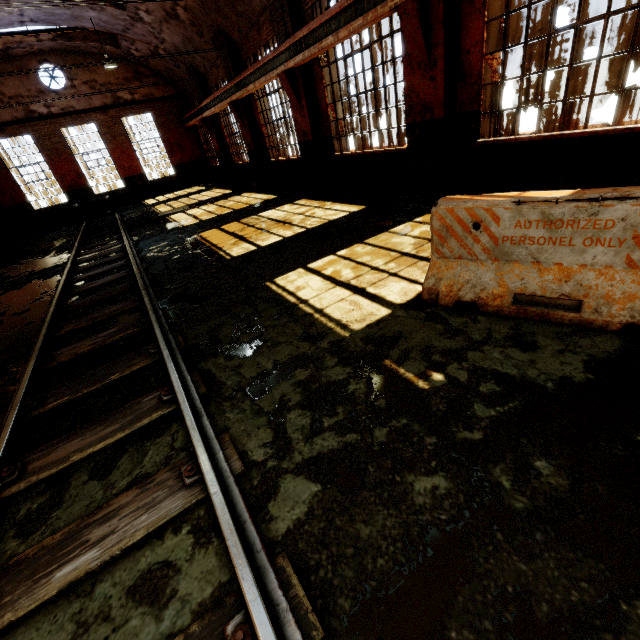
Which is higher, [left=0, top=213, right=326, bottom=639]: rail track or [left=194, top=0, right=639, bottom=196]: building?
[left=194, top=0, right=639, bottom=196]: building

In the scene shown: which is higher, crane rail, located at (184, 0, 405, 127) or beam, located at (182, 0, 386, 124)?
beam, located at (182, 0, 386, 124)

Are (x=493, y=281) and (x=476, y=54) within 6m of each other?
yes

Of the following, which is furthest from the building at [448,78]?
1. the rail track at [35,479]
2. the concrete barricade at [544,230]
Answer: the rail track at [35,479]

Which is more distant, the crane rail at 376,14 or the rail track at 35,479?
the crane rail at 376,14

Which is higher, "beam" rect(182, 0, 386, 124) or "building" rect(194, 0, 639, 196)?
"beam" rect(182, 0, 386, 124)

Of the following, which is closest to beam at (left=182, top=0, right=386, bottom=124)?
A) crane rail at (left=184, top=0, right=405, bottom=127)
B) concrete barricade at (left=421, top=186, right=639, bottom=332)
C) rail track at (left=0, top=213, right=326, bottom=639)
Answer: crane rail at (left=184, top=0, right=405, bottom=127)

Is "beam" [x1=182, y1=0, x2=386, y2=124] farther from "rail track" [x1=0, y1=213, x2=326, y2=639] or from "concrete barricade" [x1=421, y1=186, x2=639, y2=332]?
"rail track" [x1=0, y1=213, x2=326, y2=639]
